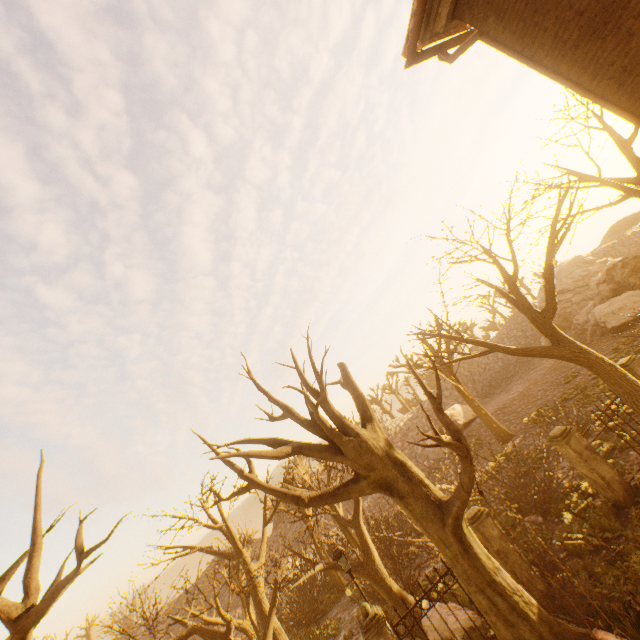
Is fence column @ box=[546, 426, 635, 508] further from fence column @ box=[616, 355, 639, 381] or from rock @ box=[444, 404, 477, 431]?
rock @ box=[444, 404, 477, 431]

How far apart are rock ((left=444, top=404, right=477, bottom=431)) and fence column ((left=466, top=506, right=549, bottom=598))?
25.6m

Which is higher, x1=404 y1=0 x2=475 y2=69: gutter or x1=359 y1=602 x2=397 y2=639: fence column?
x1=404 y1=0 x2=475 y2=69: gutter

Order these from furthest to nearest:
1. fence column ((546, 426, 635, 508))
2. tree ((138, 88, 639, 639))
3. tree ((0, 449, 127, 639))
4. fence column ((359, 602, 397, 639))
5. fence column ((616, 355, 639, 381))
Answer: fence column ((616, 355, 639, 381)) < fence column ((546, 426, 635, 508)) < fence column ((359, 602, 397, 639)) < tree ((138, 88, 639, 639)) < tree ((0, 449, 127, 639))

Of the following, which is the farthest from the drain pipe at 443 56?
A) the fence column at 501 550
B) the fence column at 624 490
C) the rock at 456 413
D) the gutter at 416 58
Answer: the rock at 456 413

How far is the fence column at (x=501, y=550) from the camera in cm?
860

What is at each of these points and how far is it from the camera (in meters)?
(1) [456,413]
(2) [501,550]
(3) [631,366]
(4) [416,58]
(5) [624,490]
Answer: (1) rock, 33.84
(2) fence column, 8.90
(3) fence column, 11.20
(4) gutter, 6.30
(5) fence column, 9.52

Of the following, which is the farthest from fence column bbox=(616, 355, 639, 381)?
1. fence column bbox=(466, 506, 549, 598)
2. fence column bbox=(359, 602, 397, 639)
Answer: fence column bbox=(359, 602, 397, 639)
